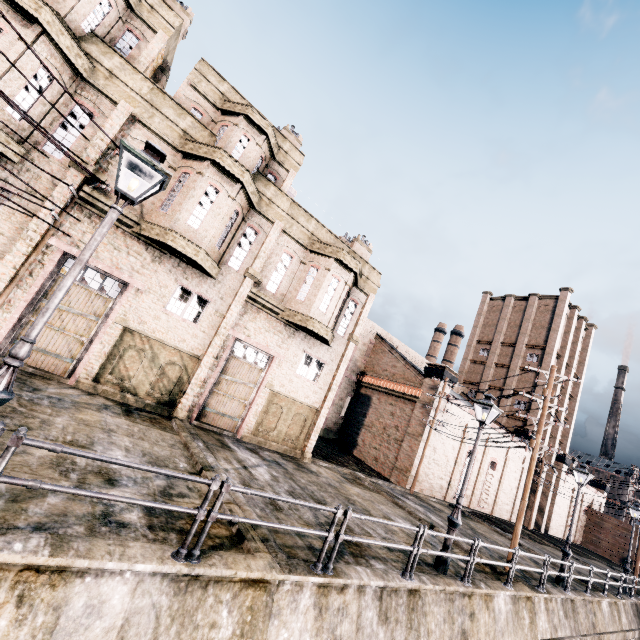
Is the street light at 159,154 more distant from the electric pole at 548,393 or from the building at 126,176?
the electric pole at 548,393

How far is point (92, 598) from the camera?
4.25m

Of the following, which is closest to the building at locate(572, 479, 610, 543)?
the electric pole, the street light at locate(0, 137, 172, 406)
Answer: the electric pole

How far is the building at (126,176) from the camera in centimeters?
1321cm

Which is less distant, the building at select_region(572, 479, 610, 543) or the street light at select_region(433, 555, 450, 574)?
the street light at select_region(433, 555, 450, 574)

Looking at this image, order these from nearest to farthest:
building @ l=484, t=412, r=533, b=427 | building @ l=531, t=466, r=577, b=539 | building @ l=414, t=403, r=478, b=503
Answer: building @ l=414, t=403, r=478, b=503
building @ l=484, t=412, r=533, b=427
building @ l=531, t=466, r=577, b=539

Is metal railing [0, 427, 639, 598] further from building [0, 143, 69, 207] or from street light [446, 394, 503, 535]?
building [0, 143, 69, 207]
